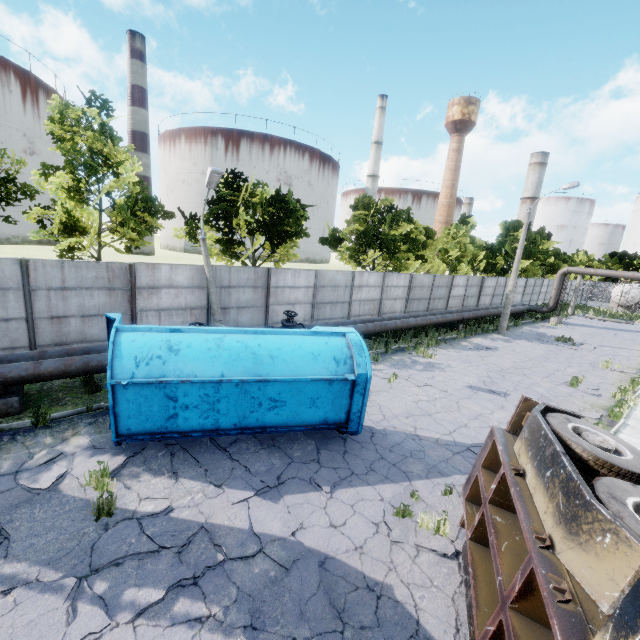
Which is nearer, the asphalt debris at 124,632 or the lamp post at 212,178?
the asphalt debris at 124,632

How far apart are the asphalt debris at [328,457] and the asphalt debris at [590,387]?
12.0m

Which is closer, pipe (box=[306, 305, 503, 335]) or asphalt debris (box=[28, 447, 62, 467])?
asphalt debris (box=[28, 447, 62, 467])

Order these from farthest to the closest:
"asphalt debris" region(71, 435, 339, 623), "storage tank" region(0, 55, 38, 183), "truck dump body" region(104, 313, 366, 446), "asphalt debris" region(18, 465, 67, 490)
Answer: "storage tank" region(0, 55, 38, 183)
"truck dump body" region(104, 313, 366, 446)
"asphalt debris" region(18, 465, 67, 490)
"asphalt debris" region(71, 435, 339, 623)

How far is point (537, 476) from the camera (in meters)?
3.93

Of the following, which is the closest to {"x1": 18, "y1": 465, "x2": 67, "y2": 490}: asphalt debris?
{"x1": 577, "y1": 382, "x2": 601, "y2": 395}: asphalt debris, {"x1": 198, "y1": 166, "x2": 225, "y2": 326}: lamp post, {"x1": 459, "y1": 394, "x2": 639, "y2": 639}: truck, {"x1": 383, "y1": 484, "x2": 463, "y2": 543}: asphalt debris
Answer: {"x1": 459, "y1": 394, "x2": 639, "y2": 639}: truck

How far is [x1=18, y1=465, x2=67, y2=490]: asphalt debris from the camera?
5.99m
